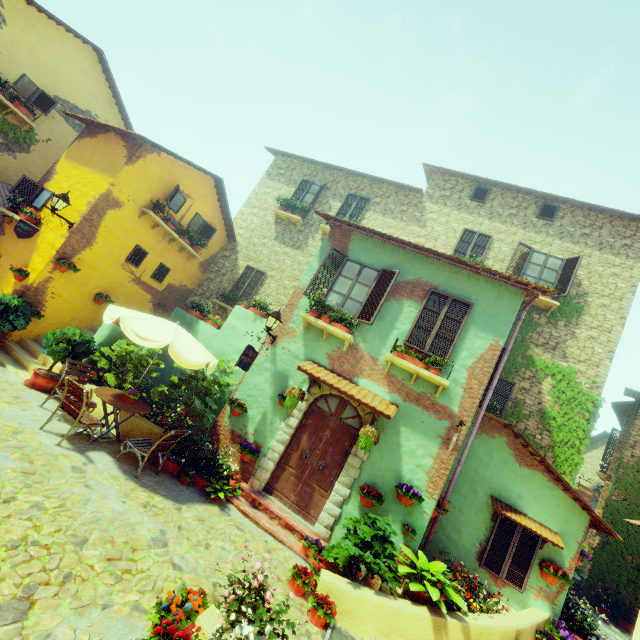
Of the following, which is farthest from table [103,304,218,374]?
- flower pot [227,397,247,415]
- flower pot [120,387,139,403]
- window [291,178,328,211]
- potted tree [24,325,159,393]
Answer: window [291,178,328,211]

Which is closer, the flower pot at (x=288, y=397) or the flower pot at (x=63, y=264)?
the flower pot at (x=288, y=397)

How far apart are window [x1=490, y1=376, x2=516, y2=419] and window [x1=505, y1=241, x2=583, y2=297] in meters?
3.0 m

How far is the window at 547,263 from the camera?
10.8m

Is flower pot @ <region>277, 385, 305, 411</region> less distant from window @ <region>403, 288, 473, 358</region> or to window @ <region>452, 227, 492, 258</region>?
window @ <region>403, 288, 473, 358</region>

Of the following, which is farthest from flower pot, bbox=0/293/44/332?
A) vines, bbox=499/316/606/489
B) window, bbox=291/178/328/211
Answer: vines, bbox=499/316/606/489

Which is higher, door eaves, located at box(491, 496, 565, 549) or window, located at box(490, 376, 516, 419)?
window, located at box(490, 376, 516, 419)

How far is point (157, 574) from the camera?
4.2 meters
